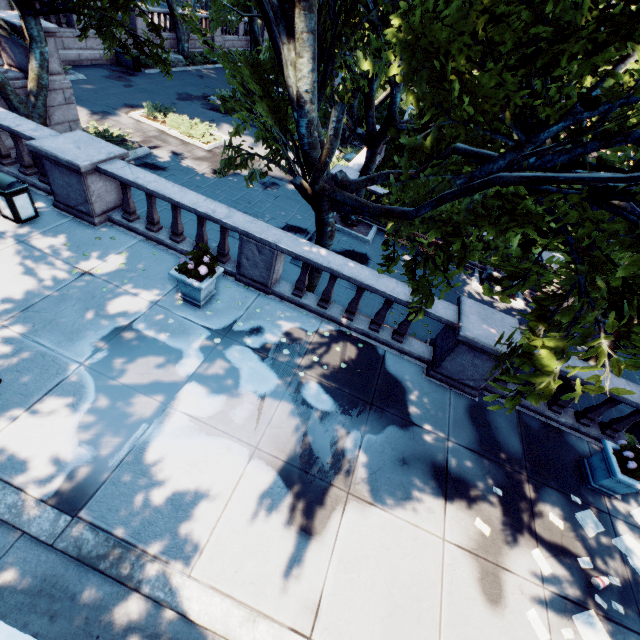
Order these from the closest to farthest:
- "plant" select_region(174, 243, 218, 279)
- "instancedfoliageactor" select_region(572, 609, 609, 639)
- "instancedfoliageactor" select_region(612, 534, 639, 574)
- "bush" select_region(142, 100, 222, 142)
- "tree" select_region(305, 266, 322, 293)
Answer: "instancedfoliageactor" select_region(572, 609, 609, 639), "instancedfoliageactor" select_region(612, 534, 639, 574), "plant" select_region(174, 243, 218, 279), "tree" select_region(305, 266, 322, 293), "bush" select_region(142, 100, 222, 142)

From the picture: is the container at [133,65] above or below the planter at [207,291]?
below

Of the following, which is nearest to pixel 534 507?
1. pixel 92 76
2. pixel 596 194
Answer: pixel 596 194

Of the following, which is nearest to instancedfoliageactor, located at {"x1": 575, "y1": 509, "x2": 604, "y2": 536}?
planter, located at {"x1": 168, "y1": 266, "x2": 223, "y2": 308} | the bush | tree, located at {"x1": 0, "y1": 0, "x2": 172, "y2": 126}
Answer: tree, located at {"x1": 0, "y1": 0, "x2": 172, "y2": 126}

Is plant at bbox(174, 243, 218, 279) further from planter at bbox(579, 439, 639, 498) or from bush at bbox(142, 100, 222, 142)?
bush at bbox(142, 100, 222, 142)

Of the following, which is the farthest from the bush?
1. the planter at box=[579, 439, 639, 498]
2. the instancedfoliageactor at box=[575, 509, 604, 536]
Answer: the instancedfoliageactor at box=[575, 509, 604, 536]

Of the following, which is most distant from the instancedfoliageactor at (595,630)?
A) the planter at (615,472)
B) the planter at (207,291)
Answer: the planter at (207,291)

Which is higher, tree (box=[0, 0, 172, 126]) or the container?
tree (box=[0, 0, 172, 126])
